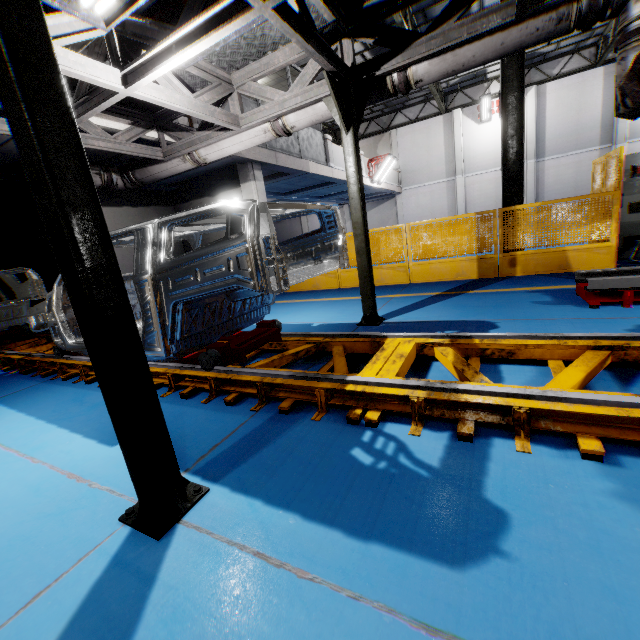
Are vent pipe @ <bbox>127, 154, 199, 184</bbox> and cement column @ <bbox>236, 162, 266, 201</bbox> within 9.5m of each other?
yes

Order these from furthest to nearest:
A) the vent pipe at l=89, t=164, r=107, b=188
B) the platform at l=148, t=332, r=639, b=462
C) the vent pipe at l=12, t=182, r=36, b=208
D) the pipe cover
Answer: the vent pipe at l=12, t=182, r=36, b=208 → the vent pipe at l=89, t=164, r=107, b=188 → the pipe cover → the platform at l=148, t=332, r=639, b=462

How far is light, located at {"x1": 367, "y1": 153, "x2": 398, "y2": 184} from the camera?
16.5 meters

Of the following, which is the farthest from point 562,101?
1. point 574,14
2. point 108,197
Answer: point 108,197

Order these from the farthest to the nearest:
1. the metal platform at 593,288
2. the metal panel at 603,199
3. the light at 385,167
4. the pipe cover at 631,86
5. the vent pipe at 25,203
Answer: the light at 385,167
the vent pipe at 25,203
the metal panel at 603,199
the metal platform at 593,288
the pipe cover at 631,86

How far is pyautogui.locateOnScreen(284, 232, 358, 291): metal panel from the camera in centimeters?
879cm

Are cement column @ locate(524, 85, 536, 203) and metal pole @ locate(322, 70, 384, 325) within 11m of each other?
no

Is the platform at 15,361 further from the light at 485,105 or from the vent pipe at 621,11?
the light at 485,105
